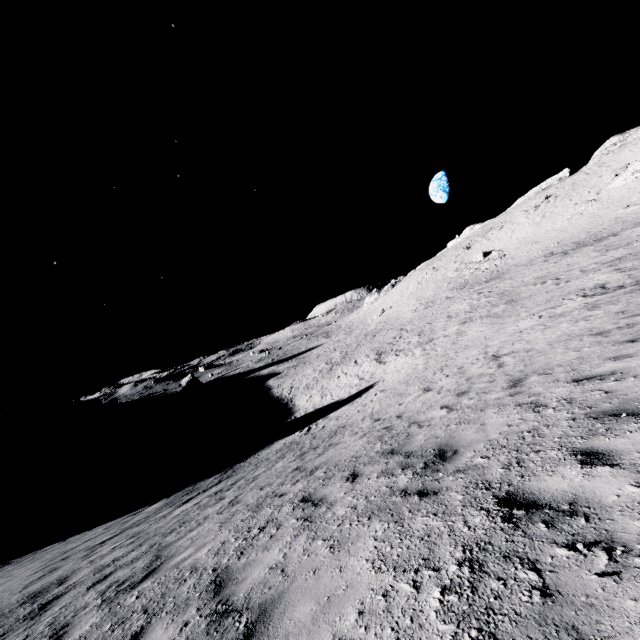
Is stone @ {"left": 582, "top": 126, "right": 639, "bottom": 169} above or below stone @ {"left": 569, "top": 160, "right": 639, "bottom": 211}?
above

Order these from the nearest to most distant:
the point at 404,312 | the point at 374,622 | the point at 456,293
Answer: the point at 374,622
the point at 456,293
the point at 404,312

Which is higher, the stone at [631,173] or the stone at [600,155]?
the stone at [600,155]

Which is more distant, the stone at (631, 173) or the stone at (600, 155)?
the stone at (600, 155)

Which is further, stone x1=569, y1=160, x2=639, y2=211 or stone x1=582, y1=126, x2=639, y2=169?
stone x1=582, y1=126, x2=639, y2=169
